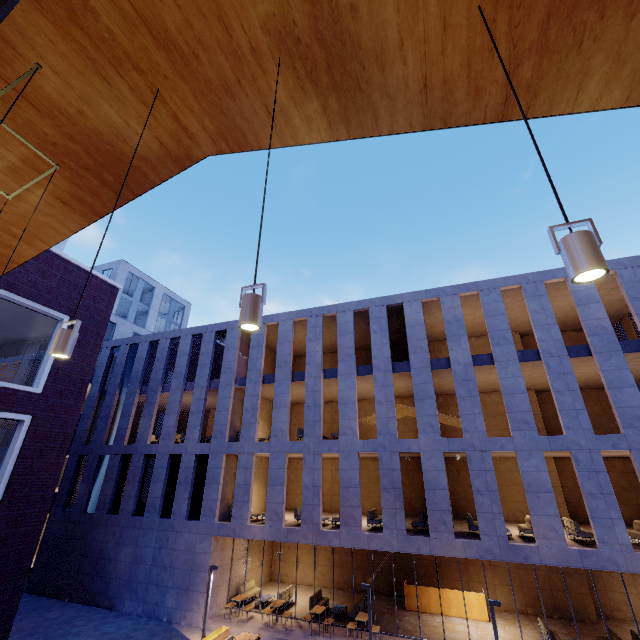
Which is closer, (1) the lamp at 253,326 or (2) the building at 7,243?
(1) the lamp at 253,326

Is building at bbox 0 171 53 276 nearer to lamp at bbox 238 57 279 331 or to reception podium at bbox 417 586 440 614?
lamp at bbox 238 57 279 331

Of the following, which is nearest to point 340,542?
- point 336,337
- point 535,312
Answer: point 336,337

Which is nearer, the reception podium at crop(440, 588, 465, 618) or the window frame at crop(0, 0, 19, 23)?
the window frame at crop(0, 0, 19, 23)

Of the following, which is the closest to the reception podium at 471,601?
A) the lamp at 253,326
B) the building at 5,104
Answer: the building at 5,104

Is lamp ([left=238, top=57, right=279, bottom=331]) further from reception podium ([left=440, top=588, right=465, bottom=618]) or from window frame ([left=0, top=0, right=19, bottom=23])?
reception podium ([left=440, top=588, right=465, bottom=618])

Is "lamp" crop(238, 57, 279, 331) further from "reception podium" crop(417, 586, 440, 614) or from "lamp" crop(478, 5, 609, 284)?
"reception podium" crop(417, 586, 440, 614)

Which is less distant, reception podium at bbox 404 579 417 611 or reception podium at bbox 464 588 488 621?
reception podium at bbox 464 588 488 621
